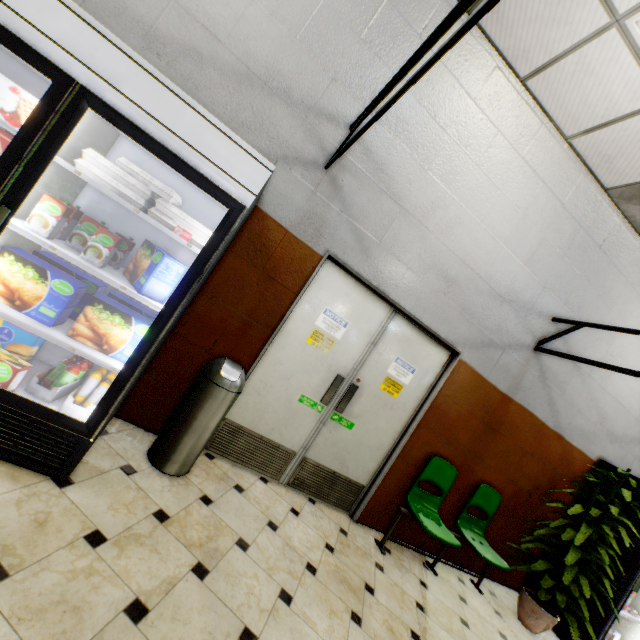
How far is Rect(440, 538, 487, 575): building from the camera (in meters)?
4.17

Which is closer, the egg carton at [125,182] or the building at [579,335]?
the egg carton at [125,182]

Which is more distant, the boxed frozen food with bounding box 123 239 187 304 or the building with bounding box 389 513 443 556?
the building with bounding box 389 513 443 556

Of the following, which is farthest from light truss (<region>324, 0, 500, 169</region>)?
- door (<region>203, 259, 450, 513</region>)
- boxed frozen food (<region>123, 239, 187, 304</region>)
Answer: boxed frozen food (<region>123, 239, 187, 304</region>)

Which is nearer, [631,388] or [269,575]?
[269,575]

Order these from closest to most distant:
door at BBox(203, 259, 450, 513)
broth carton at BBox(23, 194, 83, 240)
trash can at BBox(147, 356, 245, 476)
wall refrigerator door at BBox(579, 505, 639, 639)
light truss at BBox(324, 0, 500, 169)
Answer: light truss at BBox(324, 0, 500, 169) → broth carton at BBox(23, 194, 83, 240) → trash can at BBox(147, 356, 245, 476) → door at BBox(203, 259, 450, 513) → wall refrigerator door at BBox(579, 505, 639, 639)

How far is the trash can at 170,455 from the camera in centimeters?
252cm

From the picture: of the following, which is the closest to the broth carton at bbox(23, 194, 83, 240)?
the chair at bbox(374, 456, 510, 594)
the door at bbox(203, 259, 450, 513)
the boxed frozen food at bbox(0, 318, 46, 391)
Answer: the boxed frozen food at bbox(0, 318, 46, 391)
